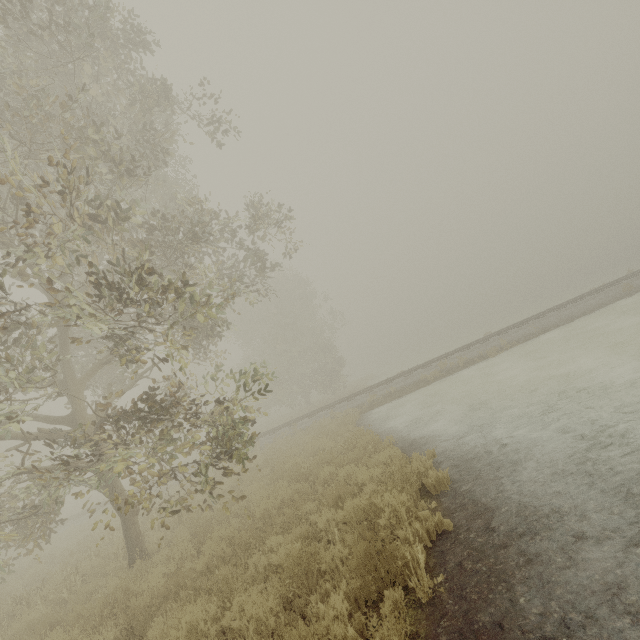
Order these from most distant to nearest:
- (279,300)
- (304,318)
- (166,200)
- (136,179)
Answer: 1. (304,318)
2. (279,300)
3. (166,200)
4. (136,179)
